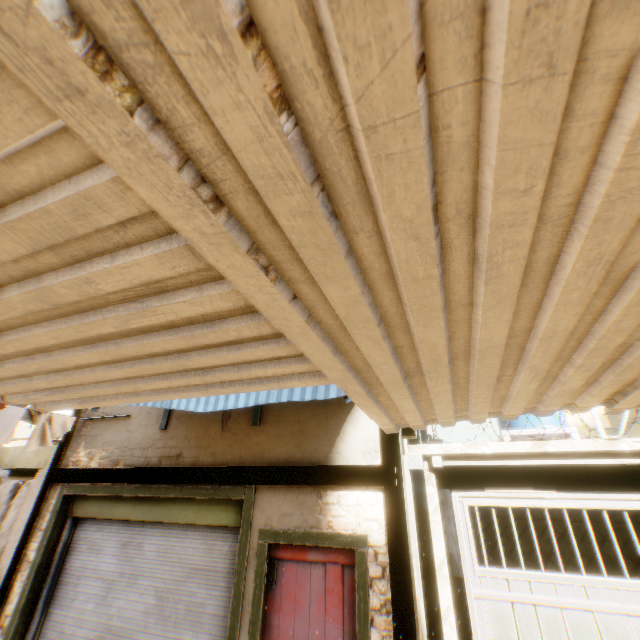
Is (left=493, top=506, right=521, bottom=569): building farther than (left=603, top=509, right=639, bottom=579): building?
Yes

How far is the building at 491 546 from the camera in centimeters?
863cm

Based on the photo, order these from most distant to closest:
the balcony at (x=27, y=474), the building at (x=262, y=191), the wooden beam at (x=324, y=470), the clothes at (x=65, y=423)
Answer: the balcony at (x=27, y=474)
the clothes at (x=65, y=423)
the wooden beam at (x=324, y=470)
the building at (x=262, y=191)

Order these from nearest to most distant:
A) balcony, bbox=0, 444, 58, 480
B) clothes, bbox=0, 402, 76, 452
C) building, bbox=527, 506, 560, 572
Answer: → clothes, bbox=0, 402, 76, 452 → building, bbox=527, 506, 560, 572 → balcony, bbox=0, 444, 58, 480

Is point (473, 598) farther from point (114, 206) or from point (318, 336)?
point (114, 206)

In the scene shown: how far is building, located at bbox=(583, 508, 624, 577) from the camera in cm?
779
